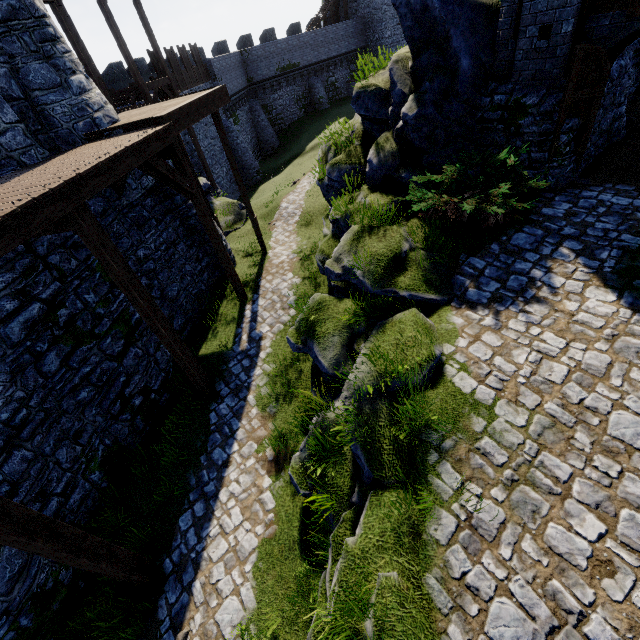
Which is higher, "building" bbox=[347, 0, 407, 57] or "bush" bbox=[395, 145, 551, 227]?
"building" bbox=[347, 0, 407, 57]

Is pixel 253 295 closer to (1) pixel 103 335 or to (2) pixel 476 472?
(1) pixel 103 335

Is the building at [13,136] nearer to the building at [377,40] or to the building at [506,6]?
the building at [506,6]

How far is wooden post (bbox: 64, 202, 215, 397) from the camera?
5.5m

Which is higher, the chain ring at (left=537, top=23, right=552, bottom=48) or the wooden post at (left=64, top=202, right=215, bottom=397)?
the chain ring at (left=537, top=23, right=552, bottom=48)

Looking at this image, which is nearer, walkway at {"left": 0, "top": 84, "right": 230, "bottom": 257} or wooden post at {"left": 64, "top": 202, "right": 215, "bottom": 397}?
walkway at {"left": 0, "top": 84, "right": 230, "bottom": 257}

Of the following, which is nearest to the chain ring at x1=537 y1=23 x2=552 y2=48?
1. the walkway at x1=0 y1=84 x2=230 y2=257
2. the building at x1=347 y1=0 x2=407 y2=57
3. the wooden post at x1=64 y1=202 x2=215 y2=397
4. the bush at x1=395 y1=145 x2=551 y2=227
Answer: the bush at x1=395 y1=145 x2=551 y2=227

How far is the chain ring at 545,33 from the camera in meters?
6.3
